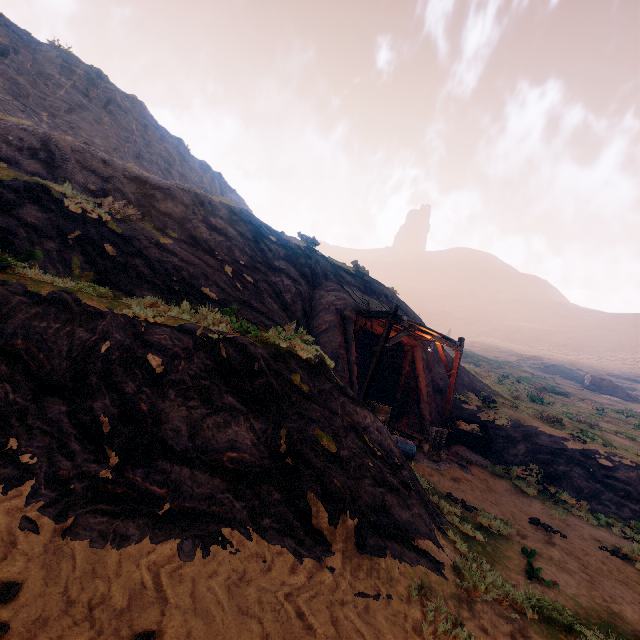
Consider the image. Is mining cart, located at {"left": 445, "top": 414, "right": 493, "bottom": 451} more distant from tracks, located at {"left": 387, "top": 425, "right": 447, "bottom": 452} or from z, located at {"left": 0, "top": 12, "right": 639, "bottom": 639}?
tracks, located at {"left": 387, "top": 425, "right": 447, "bottom": 452}

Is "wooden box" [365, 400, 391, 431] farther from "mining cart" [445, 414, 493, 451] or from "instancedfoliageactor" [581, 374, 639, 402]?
"instancedfoliageactor" [581, 374, 639, 402]

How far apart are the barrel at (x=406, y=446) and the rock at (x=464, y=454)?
3.15m

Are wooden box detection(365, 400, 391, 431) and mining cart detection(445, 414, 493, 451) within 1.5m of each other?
no

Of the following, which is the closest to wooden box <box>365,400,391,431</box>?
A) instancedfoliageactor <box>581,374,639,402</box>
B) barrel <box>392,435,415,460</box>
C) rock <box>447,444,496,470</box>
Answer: barrel <box>392,435,415,460</box>

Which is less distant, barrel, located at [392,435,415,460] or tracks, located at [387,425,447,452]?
barrel, located at [392,435,415,460]

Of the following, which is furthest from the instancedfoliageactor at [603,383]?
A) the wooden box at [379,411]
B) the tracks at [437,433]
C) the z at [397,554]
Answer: the wooden box at [379,411]

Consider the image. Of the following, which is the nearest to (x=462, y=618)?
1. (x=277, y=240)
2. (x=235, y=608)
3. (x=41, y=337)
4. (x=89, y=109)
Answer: (x=235, y=608)
